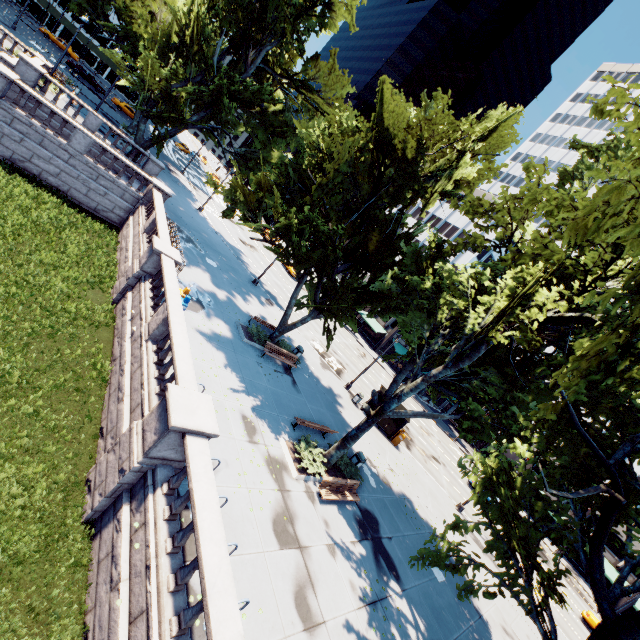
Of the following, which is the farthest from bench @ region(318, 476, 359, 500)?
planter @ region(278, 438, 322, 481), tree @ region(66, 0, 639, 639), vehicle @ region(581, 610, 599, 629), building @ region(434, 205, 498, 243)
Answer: building @ region(434, 205, 498, 243)

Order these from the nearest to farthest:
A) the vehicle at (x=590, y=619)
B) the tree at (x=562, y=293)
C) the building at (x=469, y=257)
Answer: the tree at (x=562, y=293), the vehicle at (x=590, y=619), the building at (x=469, y=257)

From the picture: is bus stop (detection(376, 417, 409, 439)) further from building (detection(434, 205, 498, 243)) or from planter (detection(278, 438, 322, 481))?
planter (detection(278, 438, 322, 481))

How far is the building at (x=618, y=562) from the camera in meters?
39.5 m

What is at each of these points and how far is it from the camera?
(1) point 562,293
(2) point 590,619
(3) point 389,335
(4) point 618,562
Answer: (1) tree, 12.5m
(2) vehicle, 27.5m
(3) building, 56.0m
(4) building, 40.5m

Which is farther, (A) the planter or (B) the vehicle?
(B) the vehicle

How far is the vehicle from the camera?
27.3m

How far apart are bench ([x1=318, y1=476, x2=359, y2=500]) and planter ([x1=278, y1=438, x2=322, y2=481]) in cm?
55
